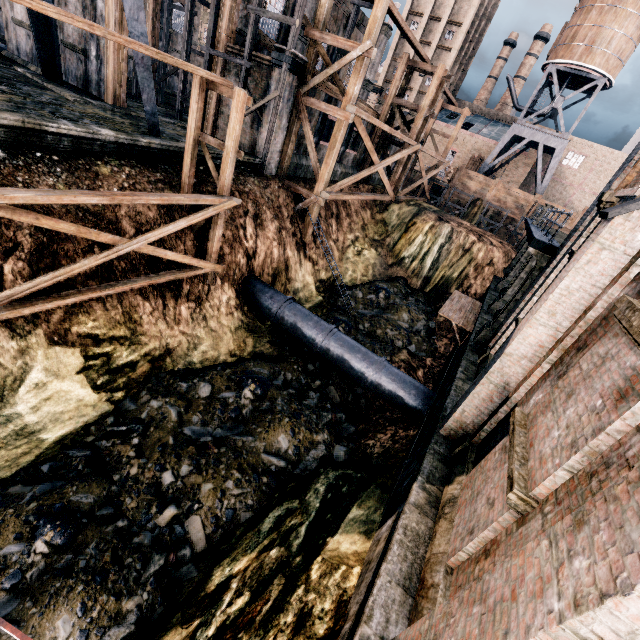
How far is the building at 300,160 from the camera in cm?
2205

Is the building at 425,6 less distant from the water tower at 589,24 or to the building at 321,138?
the water tower at 589,24

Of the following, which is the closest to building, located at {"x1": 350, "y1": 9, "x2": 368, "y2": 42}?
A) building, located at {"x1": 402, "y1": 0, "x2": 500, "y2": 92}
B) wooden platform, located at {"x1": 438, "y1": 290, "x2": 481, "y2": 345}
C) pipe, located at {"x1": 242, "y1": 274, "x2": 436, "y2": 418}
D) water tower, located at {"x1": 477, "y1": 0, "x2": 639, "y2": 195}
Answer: pipe, located at {"x1": 242, "y1": 274, "x2": 436, "y2": 418}

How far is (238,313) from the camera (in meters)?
16.75

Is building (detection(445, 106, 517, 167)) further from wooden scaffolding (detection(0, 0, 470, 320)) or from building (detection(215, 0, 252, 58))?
wooden scaffolding (detection(0, 0, 470, 320))

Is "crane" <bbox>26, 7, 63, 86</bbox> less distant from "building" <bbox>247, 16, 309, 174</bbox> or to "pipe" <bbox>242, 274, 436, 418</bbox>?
"building" <bbox>247, 16, 309, 174</bbox>

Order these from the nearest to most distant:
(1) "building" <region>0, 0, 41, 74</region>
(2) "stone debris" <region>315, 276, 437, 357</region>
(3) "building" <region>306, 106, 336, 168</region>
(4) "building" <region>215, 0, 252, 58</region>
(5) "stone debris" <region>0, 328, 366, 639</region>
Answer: (5) "stone debris" <region>0, 328, 366, 639</region> < (4) "building" <region>215, 0, 252, 58</region> < (1) "building" <region>0, 0, 41, 74</region> < (2) "stone debris" <region>315, 276, 437, 357</region> < (3) "building" <region>306, 106, 336, 168</region>

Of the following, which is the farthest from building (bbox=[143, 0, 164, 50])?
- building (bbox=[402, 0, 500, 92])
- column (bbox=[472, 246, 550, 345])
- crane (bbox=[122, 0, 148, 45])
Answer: building (bbox=[402, 0, 500, 92])
